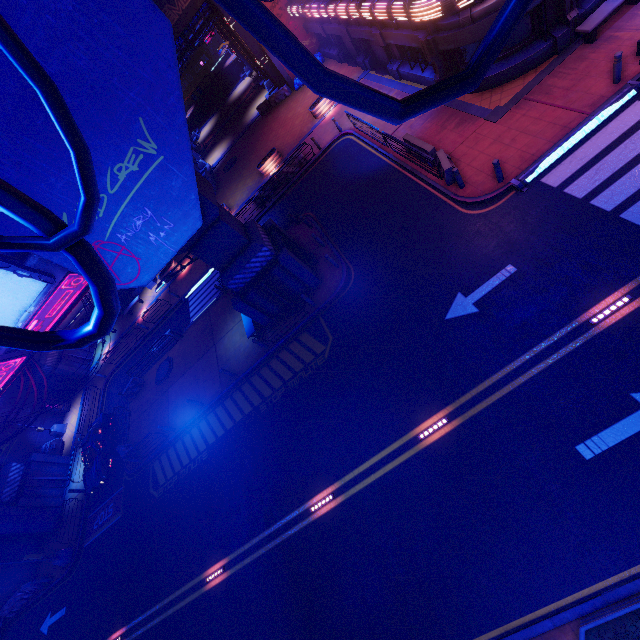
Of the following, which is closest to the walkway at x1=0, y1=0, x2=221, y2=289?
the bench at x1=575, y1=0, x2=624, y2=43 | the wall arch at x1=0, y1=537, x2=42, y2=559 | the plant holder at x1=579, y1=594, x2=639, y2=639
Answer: the wall arch at x1=0, y1=537, x2=42, y2=559

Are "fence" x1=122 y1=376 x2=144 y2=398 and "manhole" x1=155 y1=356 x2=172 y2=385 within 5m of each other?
yes

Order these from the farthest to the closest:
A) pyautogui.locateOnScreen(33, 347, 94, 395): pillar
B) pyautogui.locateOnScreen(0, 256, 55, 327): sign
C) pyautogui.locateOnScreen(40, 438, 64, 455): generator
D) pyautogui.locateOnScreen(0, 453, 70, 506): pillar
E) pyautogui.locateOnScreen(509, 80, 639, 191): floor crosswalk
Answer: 1. pyautogui.locateOnScreen(33, 347, 94, 395): pillar
2. pyautogui.locateOnScreen(40, 438, 64, 455): generator
3. pyautogui.locateOnScreen(0, 453, 70, 506): pillar
4. pyautogui.locateOnScreen(509, 80, 639, 191): floor crosswalk
5. pyautogui.locateOnScreen(0, 256, 55, 327): sign

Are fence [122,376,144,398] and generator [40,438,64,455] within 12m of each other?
yes

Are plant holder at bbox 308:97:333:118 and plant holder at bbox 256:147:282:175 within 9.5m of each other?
yes

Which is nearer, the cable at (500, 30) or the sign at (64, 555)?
the cable at (500, 30)

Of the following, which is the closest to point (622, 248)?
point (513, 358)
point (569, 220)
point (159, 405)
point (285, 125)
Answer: point (569, 220)

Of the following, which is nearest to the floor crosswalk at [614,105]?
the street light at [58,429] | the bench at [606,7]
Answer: the bench at [606,7]
